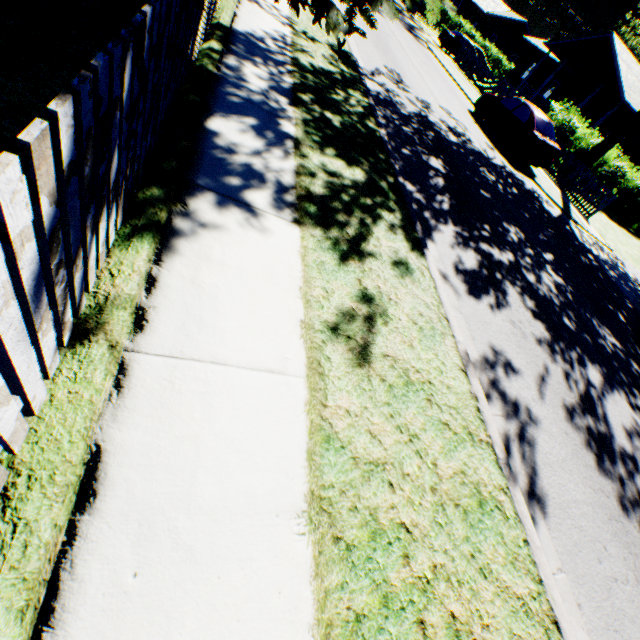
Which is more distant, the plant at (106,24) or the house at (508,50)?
the house at (508,50)

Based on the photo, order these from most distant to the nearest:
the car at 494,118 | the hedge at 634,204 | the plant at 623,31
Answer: the plant at 623,31 → the hedge at 634,204 → the car at 494,118

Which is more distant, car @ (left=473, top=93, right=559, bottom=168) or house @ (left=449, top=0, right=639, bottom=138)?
house @ (left=449, top=0, right=639, bottom=138)

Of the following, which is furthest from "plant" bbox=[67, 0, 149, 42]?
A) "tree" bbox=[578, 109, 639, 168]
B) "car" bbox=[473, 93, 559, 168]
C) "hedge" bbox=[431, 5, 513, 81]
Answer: "hedge" bbox=[431, 5, 513, 81]

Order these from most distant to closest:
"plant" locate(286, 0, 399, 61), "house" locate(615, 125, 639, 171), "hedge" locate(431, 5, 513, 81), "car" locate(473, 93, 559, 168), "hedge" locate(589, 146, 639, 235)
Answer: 1. "hedge" locate(431, 5, 513, 81)
2. "house" locate(615, 125, 639, 171)
3. "hedge" locate(589, 146, 639, 235)
4. "car" locate(473, 93, 559, 168)
5. "plant" locate(286, 0, 399, 61)

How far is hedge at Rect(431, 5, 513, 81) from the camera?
40.4m

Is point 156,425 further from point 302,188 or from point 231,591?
point 302,188

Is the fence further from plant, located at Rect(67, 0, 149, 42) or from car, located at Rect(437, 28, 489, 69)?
car, located at Rect(437, 28, 489, 69)
